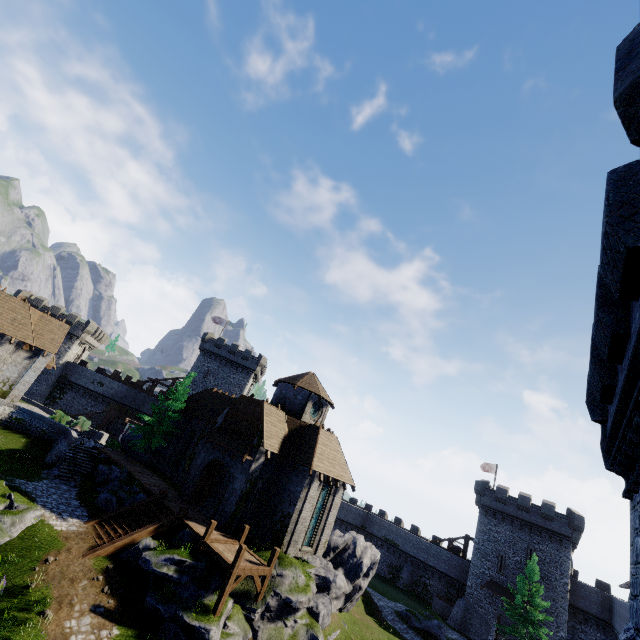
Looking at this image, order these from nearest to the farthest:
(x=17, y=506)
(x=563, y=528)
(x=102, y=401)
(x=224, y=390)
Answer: (x=17, y=506) < (x=563, y=528) < (x=102, y=401) < (x=224, y=390)

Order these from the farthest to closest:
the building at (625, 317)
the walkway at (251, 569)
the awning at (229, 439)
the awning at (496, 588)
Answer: the awning at (496, 588)
the awning at (229, 439)
the walkway at (251, 569)
the building at (625, 317)

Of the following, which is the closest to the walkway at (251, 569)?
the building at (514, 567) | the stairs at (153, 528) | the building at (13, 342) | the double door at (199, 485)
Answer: the double door at (199, 485)

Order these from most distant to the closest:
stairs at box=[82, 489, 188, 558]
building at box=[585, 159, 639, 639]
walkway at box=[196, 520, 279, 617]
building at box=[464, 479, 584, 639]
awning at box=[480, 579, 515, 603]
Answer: awning at box=[480, 579, 515, 603]
building at box=[464, 479, 584, 639]
stairs at box=[82, 489, 188, 558]
walkway at box=[196, 520, 279, 617]
building at box=[585, 159, 639, 639]

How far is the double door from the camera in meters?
23.2 m

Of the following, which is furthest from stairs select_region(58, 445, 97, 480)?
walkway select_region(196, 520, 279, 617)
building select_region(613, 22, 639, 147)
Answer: building select_region(613, 22, 639, 147)

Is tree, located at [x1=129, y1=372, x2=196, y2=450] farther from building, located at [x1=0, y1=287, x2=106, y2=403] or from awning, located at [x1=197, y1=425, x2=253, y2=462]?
building, located at [x1=0, y1=287, x2=106, y2=403]

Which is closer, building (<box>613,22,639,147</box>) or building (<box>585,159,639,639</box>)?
building (<box>613,22,639,147</box>)
